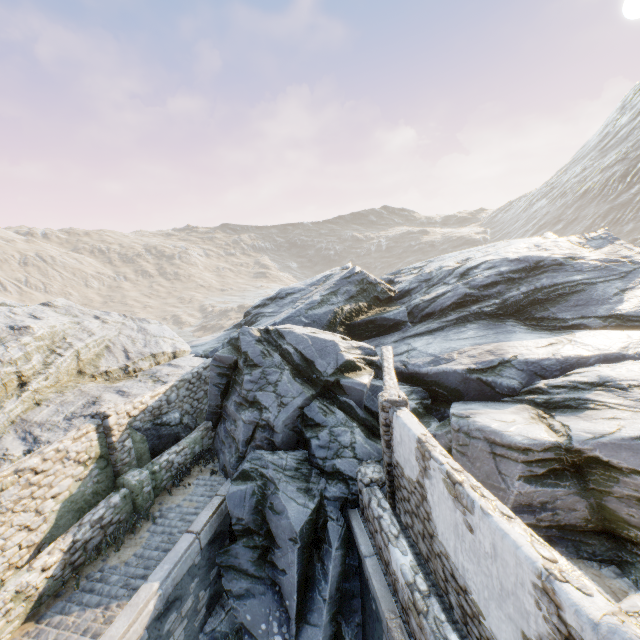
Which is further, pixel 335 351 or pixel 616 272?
pixel 616 272

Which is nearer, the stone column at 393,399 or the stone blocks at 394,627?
the stone blocks at 394,627

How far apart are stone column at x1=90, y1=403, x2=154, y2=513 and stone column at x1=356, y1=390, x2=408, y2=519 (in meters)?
6.49

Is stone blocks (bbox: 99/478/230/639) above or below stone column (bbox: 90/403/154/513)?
below

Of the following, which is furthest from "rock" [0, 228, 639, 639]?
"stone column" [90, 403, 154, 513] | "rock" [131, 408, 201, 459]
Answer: "stone column" [90, 403, 154, 513]

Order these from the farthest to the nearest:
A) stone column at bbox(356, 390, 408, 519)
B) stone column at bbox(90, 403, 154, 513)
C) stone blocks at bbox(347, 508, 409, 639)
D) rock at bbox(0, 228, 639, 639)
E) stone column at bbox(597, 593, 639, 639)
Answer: stone column at bbox(90, 403, 154, 513)
stone column at bbox(356, 390, 408, 519)
rock at bbox(0, 228, 639, 639)
stone blocks at bbox(347, 508, 409, 639)
stone column at bbox(597, 593, 639, 639)

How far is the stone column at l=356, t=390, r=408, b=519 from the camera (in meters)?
8.43

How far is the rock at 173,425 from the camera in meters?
11.4
